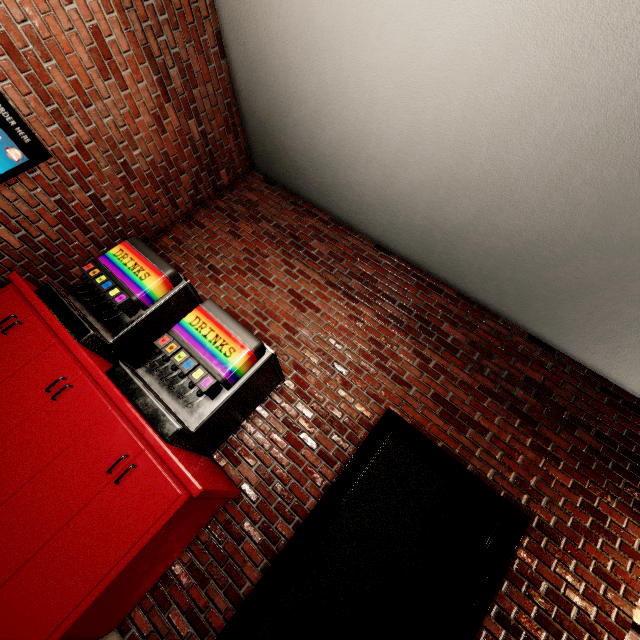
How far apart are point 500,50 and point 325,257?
2.0 meters
